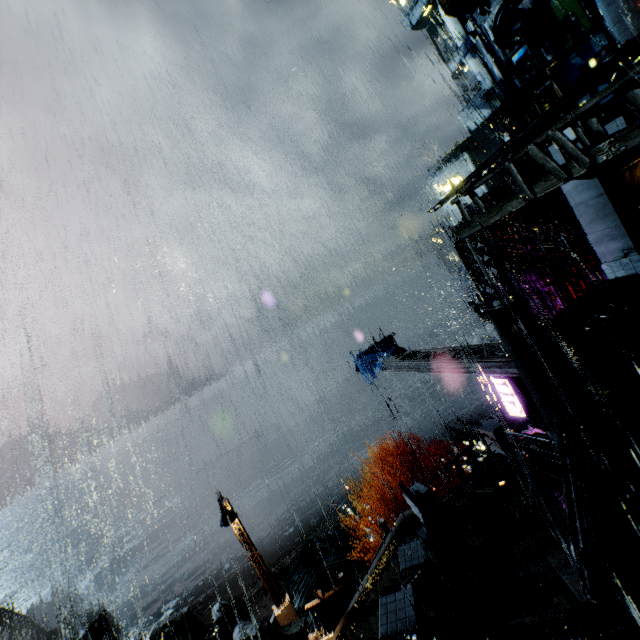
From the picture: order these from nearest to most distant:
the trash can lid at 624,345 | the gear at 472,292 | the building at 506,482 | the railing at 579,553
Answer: the railing at 579,553 → the building at 506,482 → the trash can lid at 624,345 → the gear at 472,292

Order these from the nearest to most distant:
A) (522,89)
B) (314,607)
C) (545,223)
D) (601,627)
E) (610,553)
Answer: (601,627) < (610,553) < (314,607) < (545,223) < (522,89)

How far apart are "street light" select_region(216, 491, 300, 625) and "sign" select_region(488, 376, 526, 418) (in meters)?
15.49

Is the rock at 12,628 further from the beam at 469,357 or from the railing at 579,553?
the railing at 579,553

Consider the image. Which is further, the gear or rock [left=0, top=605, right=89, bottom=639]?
rock [left=0, top=605, right=89, bottom=639]

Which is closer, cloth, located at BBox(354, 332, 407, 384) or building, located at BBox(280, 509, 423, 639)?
building, located at BBox(280, 509, 423, 639)

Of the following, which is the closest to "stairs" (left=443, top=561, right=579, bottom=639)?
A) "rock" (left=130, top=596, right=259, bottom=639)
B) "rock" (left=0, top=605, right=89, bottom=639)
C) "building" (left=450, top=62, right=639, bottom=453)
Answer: "building" (left=450, top=62, right=639, bottom=453)

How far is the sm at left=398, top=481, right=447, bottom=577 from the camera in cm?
1095
